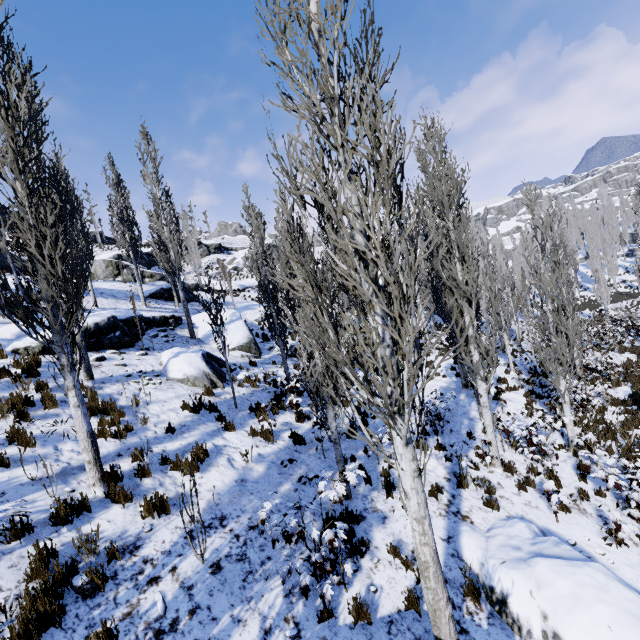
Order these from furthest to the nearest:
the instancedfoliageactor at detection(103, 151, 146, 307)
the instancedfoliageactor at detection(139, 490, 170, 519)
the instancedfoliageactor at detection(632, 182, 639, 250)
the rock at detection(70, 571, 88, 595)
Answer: the instancedfoliageactor at detection(632, 182, 639, 250) → the instancedfoliageactor at detection(103, 151, 146, 307) → the instancedfoliageactor at detection(139, 490, 170, 519) → the rock at detection(70, 571, 88, 595)

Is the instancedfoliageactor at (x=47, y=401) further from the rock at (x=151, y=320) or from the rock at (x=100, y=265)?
the rock at (x=100, y=265)

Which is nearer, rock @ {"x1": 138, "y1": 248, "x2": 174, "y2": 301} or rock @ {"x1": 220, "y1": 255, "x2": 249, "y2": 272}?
rock @ {"x1": 138, "y1": 248, "x2": 174, "y2": 301}

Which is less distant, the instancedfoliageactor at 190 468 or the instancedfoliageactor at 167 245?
the instancedfoliageactor at 190 468

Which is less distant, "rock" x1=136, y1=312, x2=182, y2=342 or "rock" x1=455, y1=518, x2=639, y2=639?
"rock" x1=455, y1=518, x2=639, y2=639

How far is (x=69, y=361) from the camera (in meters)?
5.85

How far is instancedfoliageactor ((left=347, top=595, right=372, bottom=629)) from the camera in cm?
480

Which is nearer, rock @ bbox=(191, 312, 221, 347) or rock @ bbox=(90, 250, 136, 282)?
rock @ bbox=(191, 312, 221, 347)
